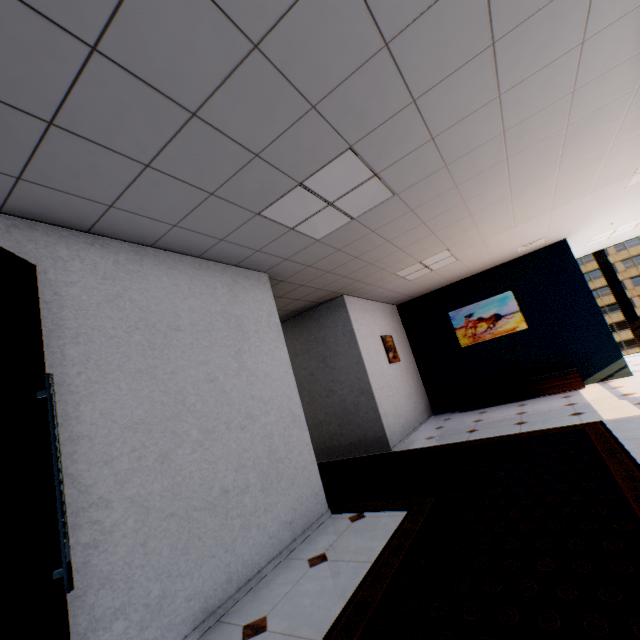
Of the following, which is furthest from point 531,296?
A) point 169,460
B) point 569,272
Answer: point 169,460

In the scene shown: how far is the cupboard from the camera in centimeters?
637cm

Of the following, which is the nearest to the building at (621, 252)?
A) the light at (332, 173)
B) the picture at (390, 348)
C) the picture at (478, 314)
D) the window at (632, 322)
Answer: the window at (632, 322)

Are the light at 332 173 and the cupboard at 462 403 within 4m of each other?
no

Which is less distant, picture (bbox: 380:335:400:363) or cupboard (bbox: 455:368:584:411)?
cupboard (bbox: 455:368:584:411)

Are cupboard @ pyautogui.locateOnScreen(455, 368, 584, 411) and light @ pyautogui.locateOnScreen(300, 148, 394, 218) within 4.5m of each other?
no

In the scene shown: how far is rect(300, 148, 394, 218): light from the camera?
2.6m

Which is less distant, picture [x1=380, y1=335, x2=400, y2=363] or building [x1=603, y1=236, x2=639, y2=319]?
picture [x1=380, y1=335, x2=400, y2=363]
